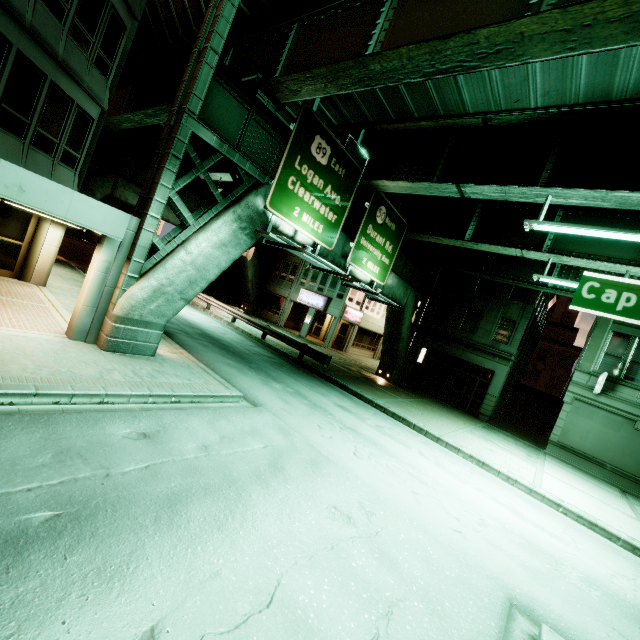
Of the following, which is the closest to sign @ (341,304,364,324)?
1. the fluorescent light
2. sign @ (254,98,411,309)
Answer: sign @ (254,98,411,309)

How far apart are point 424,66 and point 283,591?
9.9 meters

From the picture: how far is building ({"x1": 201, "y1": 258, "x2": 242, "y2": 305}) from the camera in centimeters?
3557cm

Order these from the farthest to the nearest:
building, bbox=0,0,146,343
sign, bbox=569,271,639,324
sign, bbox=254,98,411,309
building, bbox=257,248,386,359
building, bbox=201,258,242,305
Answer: building, bbox=201,258,242,305
building, bbox=257,248,386,359
sign, bbox=254,98,411,309
building, bbox=0,0,146,343
sign, bbox=569,271,639,324

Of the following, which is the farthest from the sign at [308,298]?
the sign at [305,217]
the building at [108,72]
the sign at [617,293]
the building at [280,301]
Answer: the sign at [617,293]

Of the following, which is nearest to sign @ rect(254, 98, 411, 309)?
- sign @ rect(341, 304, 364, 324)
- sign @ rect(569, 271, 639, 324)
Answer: sign @ rect(569, 271, 639, 324)

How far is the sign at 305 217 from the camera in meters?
10.9 m

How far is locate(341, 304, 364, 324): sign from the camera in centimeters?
3017cm
